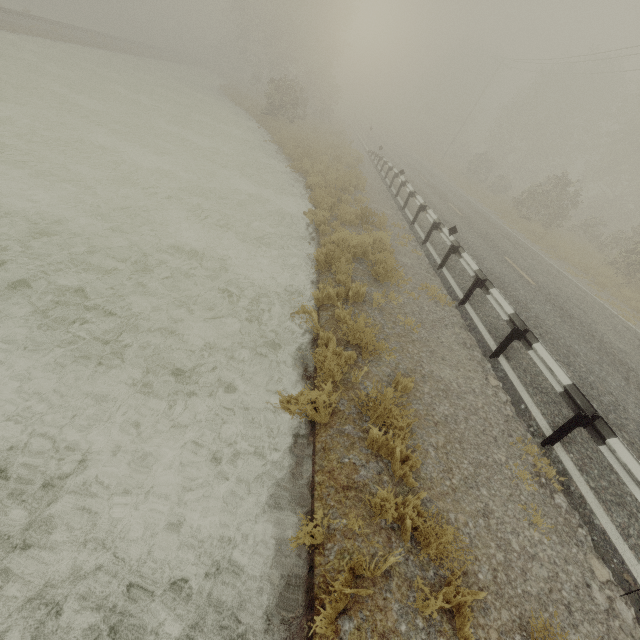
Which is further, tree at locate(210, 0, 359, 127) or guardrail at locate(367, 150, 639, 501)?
tree at locate(210, 0, 359, 127)

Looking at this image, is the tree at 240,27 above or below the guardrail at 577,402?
above

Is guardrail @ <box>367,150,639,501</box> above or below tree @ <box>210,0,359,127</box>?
below

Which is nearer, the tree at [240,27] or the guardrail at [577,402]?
the guardrail at [577,402]

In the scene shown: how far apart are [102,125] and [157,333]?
13.4m
